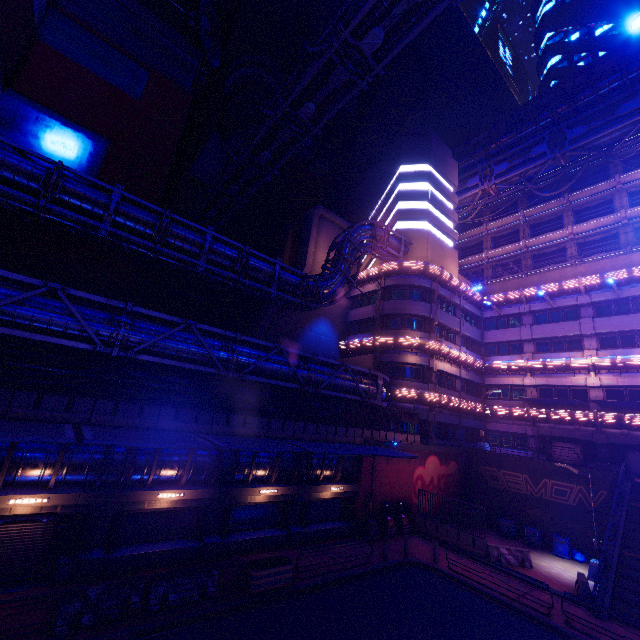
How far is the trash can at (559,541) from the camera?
21.9 meters

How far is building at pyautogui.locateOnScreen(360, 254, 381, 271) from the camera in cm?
3553

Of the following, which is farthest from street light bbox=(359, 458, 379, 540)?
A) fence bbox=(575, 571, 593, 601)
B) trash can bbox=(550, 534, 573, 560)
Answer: trash can bbox=(550, 534, 573, 560)

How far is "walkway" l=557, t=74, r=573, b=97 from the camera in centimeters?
3619cm

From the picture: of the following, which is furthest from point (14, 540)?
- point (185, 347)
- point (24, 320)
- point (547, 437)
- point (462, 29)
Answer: point (462, 29)

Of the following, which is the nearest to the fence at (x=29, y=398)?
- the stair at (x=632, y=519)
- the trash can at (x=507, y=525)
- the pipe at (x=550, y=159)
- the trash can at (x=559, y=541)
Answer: the trash can at (x=507, y=525)

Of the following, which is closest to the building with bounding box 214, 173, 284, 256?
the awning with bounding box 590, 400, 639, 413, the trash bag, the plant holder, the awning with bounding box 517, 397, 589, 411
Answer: the awning with bounding box 517, 397, 589, 411

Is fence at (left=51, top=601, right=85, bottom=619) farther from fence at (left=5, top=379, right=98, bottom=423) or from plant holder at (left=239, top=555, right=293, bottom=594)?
fence at (left=5, top=379, right=98, bottom=423)
